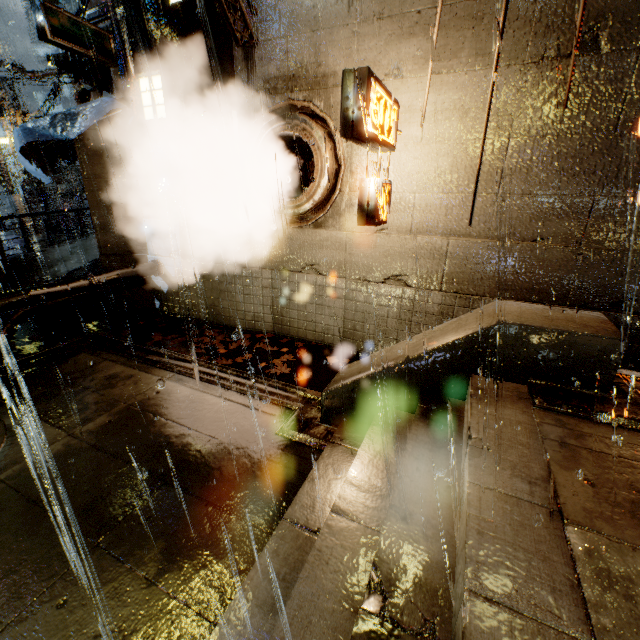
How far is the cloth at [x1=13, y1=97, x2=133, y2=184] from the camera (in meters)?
8.31

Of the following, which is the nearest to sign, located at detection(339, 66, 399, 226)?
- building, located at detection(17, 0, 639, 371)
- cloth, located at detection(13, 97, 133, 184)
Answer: building, located at detection(17, 0, 639, 371)

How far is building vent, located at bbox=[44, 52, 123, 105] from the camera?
12.2m

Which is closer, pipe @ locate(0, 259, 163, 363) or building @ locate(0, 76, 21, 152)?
pipe @ locate(0, 259, 163, 363)

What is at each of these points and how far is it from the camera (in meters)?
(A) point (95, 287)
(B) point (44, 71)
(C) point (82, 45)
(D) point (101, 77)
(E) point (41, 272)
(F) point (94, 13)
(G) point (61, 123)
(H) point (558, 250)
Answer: (A) pipe, 8.25
(B) building, 17.81
(C) sign, 7.38
(D) building vent, 13.38
(E) bridge, 10.82
(F) building vent, 12.63
(G) cloth, 8.45
(H) building, 5.86

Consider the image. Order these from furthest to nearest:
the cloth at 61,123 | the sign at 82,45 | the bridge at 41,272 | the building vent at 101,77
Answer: the building vent at 101,77 < the bridge at 41,272 < the cloth at 61,123 < the sign at 82,45

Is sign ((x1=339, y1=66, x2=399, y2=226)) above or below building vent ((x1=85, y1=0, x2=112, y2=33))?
below

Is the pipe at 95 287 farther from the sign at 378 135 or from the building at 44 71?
the sign at 378 135
